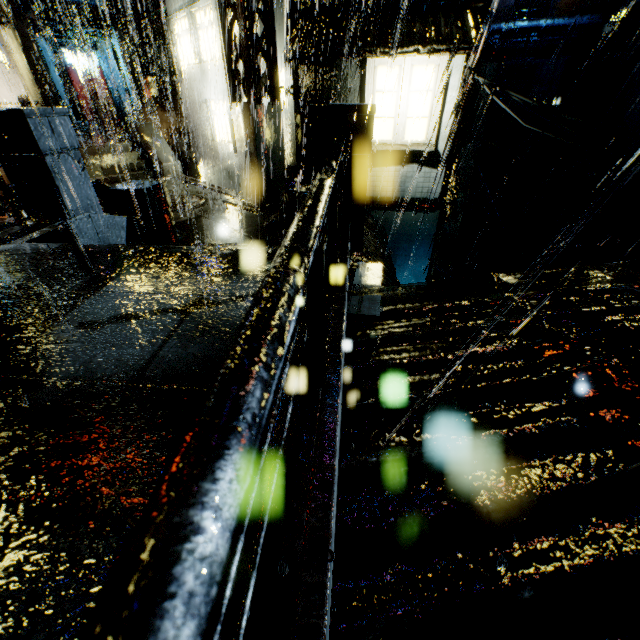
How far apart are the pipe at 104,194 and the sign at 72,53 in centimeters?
2952cm

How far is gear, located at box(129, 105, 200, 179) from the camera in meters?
20.3

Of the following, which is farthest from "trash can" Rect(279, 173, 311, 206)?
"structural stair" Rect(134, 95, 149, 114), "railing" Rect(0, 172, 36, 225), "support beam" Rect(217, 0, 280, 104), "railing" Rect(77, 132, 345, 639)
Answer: "structural stair" Rect(134, 95, 149, 114)

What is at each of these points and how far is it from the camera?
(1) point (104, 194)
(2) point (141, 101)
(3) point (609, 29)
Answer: (1) pipe, 8.4m
(2) structural stair, 21.4m
(3) building, 21.5m

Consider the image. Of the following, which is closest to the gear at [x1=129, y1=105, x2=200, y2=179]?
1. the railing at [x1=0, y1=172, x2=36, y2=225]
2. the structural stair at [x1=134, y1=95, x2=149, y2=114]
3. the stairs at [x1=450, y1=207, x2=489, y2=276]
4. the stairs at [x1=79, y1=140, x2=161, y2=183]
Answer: the structural stair at [x1=134, y1=95, x2=149, y2=114]

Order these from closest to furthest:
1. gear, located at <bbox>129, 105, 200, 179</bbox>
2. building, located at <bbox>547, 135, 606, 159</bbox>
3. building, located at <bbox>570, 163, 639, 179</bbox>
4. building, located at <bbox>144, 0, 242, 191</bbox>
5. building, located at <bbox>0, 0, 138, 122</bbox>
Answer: building, located at <bbox>144, 0, 242, 191</bbox> < building, located at <bbox>570, 163, 639, 179</bbox> < gear, located at <bbox>129, 105, 200, 179</bbox> < building, located at <bbox>547, 135, 606, 159</bbox> < building, located at <bbox>0, 0, 138, 122</bbox>

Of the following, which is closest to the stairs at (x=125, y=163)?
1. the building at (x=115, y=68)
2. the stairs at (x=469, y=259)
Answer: the building at (x=115, y=68)

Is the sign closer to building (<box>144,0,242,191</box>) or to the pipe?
building (<box>144,0,242,191</box>)
